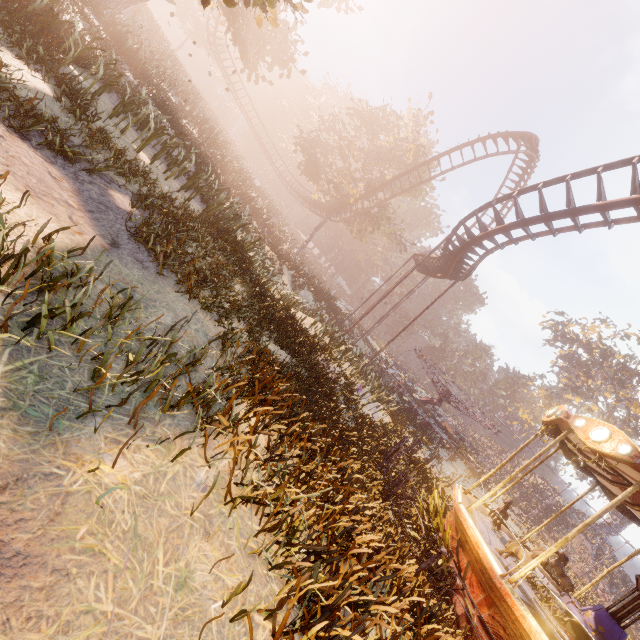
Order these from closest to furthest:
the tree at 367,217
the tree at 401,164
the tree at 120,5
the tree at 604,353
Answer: the tree at 120,5 → the tree at 401,164 → the tree at 367,217 → the tree at 604,353

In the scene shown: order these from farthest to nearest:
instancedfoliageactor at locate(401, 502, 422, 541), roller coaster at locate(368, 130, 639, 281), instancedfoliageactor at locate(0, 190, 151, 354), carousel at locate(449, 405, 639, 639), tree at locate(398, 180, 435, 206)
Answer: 1. tree at locate(398, 180, 435, 206)
2. roller coaster at locate(368, 130, 639, 281)
3. instancedfoliageactor at locate(401, 502, 422, 541)
4. carousel at locate(449, 405, 639, 639)
5. instancedfoliageactor at locate(0, 190, 151, 354)

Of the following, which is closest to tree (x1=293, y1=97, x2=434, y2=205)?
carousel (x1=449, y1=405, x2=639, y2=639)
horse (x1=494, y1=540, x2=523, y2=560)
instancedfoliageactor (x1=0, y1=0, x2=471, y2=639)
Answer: instancedfoliageactor (x1=0, y1=0, x2=471, y2=639)

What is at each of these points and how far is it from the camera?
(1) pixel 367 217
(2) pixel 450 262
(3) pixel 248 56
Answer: (1) tree, 35.6m
(2) roller coaster, 18.6m
(3) tree, 21.7m

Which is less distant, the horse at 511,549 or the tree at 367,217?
the horse at 511,549

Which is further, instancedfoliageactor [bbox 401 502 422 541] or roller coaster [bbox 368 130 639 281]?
roller coaster [bbox 368 130 639 281]

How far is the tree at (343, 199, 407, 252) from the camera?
33.5 meters
